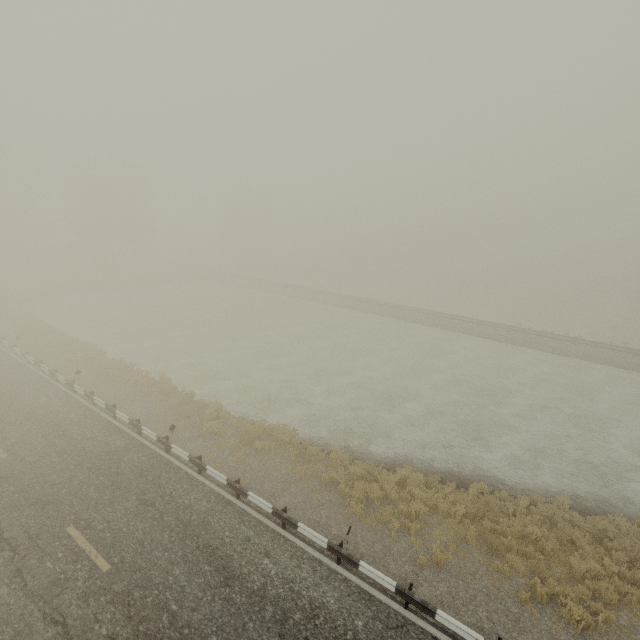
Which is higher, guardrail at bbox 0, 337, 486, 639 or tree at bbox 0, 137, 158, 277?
tree at bbox 0, 137, 158, 277

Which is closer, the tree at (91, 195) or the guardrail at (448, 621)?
the guardrail at (448, 621)

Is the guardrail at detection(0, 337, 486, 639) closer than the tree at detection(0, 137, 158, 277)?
Yes

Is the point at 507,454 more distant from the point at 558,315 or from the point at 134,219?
the point at 134,219

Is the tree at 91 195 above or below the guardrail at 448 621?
above
